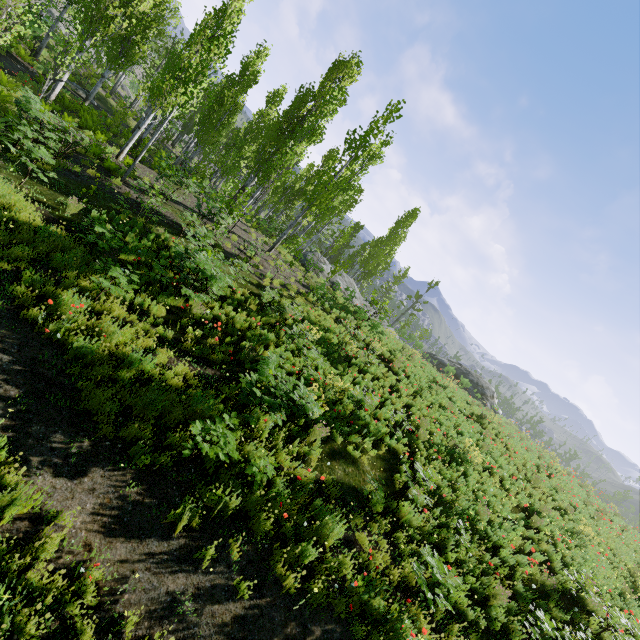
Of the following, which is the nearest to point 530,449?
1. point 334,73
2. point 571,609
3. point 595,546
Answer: point 595,546

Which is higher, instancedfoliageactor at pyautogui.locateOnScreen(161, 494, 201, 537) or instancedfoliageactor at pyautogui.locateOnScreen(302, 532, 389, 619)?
instancedfoliageactor at pyautogui.locateOnScreen(302, 532, 389, 619)

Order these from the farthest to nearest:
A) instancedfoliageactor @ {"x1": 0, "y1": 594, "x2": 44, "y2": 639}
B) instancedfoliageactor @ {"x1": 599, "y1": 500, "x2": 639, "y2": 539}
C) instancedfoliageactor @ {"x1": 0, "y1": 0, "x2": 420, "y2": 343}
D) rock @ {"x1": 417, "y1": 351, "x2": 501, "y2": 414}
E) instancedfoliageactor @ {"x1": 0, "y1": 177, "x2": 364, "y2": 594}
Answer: rock @ {"x1": 417, "y1": 351, "x2": 501, "y2": 414} < instancedfoliageactor @ {"x1": 599, "y1": 500, "x2": 639, "y2": 539} < instancedfoliageactor @ {"x1": 0, "y1": 0, "x2": 420, "y2": 343} < instancedfoliageactor @ {"x1": 0, "y1": 177, "x2": 364, "y2": 594} < instancedfoliageactor @ {"x1": 0, "y1": 594, "x2": 44, "y2": 639}

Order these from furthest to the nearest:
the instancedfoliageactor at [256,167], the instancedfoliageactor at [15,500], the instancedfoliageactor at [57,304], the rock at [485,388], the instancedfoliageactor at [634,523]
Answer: the rock at [485,388]
the instancedfoliageactor at [634,523]
the instancedfoliageactor at [256,167]
the instancedfoliageactor at [57,304]
the instancedfoliageactor at [15,500]

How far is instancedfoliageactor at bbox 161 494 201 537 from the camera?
4.7 meters

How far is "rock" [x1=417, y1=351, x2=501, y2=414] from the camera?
32.3m

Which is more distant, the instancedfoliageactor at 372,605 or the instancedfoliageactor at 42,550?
the instancedfoliageactor at 372,605
